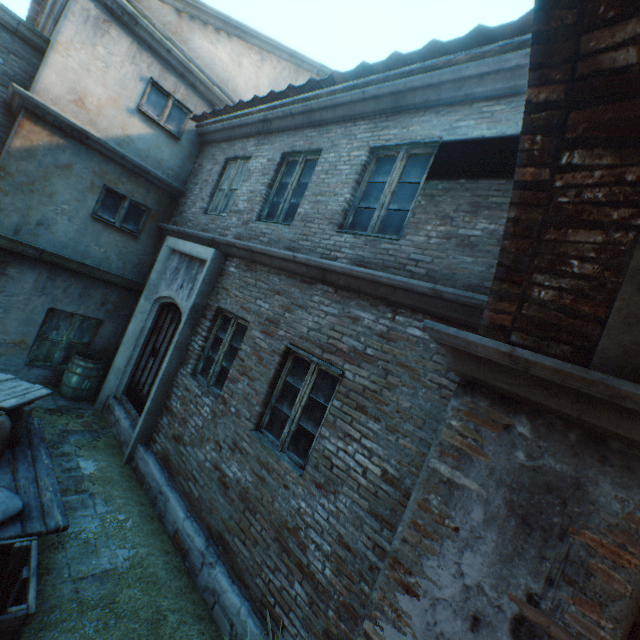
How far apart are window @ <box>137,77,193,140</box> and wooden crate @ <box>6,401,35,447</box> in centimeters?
588cm

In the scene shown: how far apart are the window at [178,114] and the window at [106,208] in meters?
1.7 m

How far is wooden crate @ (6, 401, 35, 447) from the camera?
3.9 meters

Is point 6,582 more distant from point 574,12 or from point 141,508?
point 574,12

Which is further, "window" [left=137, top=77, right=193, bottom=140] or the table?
"window" [left=137, top=77, right=193, bottom=140]

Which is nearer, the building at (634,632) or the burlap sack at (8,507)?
the building at (634,632)

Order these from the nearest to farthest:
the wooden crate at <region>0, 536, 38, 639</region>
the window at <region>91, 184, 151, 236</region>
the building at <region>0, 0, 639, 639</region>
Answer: the building at <region>0, 0, 639, 639</region>, the wooden crate at <region>0, 536, 38, 639</region>, the window at <region>91, 184, 151, 236</region>

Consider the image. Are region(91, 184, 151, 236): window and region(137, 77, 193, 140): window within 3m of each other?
yes
